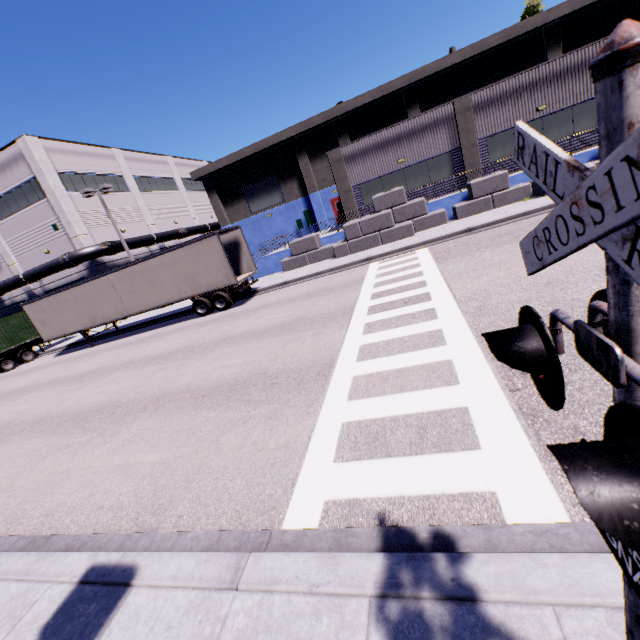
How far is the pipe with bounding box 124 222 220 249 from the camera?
29.0m

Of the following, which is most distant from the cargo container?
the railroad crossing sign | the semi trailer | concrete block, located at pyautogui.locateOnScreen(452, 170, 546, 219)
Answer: the railroad crossing sign

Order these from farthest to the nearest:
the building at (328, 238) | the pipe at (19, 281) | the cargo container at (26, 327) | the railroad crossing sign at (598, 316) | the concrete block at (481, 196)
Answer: the pipe at (19, 281)
the cargo container at (26, 327)
the building at (328, 238)
the concrete block at (481, 196)
the railroad crossing sign at (598, 316)

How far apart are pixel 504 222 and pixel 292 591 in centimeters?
1662cm

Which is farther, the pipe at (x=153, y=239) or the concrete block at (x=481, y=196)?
the pipe at (x=153, y=239)

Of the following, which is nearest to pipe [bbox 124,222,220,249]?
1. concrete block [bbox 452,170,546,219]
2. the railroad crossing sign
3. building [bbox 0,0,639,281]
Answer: building [bbox 0,0,639,281]

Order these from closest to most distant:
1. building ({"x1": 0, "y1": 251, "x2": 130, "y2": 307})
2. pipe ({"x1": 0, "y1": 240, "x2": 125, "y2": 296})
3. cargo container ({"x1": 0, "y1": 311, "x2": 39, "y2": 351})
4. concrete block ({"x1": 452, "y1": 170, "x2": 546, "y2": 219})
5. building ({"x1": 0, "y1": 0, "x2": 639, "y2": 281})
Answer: concrete block ({"x1": 452, "y1": 170, "x2": 546, "y2": 219}) < building ({"x1": 0, "y1": 0, "x2": 639, "y2": 281}) < cargo container ({"x1": 0, "y1": 311, "x2": 39, "y2": 351}) < pipe ({"x1": 0, "y1": 240, "x2": 125, "y2": 296}) < building ({"x1": 0, "y1": 251, "x2": 130, "y2": 307})

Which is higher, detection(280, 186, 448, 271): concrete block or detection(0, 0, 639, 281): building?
detection(0, 0, 639, 281): building
